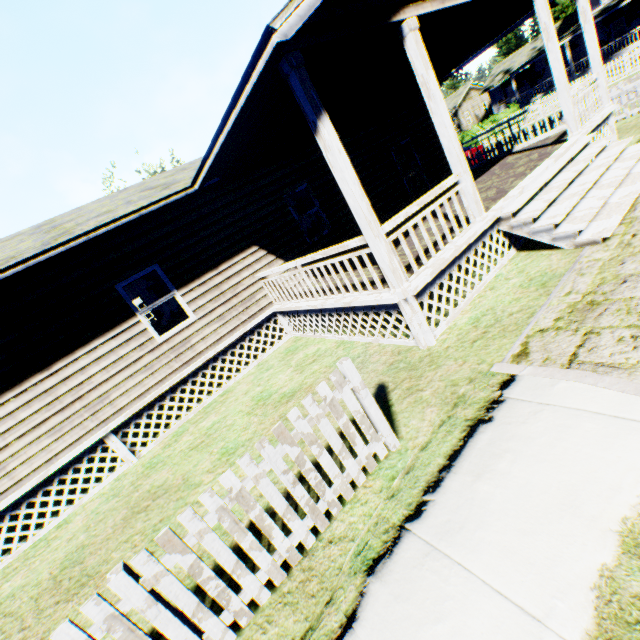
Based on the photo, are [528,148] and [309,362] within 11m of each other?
yes

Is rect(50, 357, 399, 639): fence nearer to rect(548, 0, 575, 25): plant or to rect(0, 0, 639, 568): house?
rect(0, 0, 639, 568): house

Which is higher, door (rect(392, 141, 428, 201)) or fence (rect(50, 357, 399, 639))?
door (rect(392, 141, 428, 201))

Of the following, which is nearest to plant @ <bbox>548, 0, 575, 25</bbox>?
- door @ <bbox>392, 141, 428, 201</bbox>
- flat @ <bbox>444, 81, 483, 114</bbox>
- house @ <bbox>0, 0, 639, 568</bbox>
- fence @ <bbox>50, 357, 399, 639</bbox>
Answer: flat @ <bbox>444, 81, 483, 114</bbox>

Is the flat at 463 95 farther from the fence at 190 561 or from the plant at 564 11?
the fence at 190 561

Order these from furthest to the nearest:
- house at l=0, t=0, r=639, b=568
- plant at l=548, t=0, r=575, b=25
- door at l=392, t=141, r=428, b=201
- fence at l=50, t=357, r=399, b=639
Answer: plant at l=548, t=0, r=575, b=25 → door at l=392, t=141, r=428, b=201 → house at l=0, t=0, r=639, b=568 → fence at l=50, t=357, r=399, b=639

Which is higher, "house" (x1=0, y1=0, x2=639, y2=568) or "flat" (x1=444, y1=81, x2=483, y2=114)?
"flat" (x1=444, y1=81, x2=483, y2=114)

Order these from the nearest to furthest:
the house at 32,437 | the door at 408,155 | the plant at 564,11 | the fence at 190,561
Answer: the fence at 190,561 < the house at 32,437 < the door at 408,155 < the plant at 564,11
